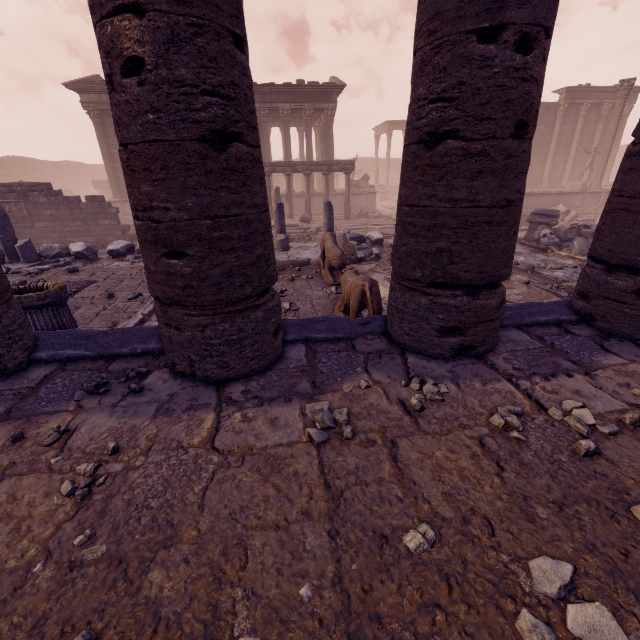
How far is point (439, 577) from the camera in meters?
1.3

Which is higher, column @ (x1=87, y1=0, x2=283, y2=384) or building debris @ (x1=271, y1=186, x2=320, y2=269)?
column @ (x1=87, y1=0, x2=283, y2=384)

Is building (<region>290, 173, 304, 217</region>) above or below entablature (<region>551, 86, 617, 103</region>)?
below

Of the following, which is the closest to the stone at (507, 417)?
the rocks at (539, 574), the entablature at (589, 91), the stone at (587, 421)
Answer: the stone at (587, 421)

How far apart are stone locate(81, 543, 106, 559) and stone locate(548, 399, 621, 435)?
2.74m

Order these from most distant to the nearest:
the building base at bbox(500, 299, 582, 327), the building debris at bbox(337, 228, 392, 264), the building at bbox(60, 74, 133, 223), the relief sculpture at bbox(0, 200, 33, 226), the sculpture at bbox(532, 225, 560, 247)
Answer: the building at bbox(60, 74, 133, 223) < the relief sculpture at bbox(0, 200, 33, 226) < the sculpture at bbox(532, 225, 560, 247) < the building debris at bbox(337, 228, 392, 264) < the building base at bbox(500, 299, 582, 327)

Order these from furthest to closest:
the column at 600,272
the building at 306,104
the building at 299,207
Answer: the building at 299,207
the building at 306,104
the column at 600,272

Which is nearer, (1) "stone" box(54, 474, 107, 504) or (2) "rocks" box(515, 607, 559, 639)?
(2) "rocks" box(515, 607, 559, 639)
